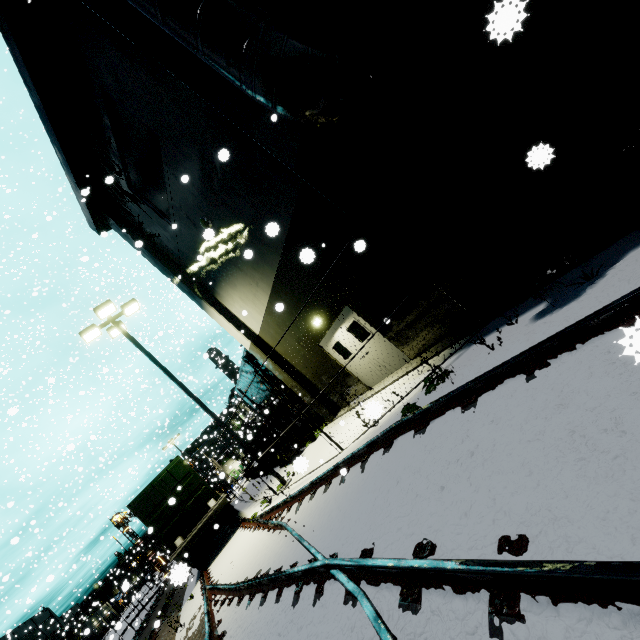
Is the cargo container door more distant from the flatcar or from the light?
the light

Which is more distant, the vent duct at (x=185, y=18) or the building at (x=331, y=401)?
the building at (x=331, y=401)

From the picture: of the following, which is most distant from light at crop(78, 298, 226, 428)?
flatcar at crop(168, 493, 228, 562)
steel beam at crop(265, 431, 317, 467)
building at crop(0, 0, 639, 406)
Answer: steel beam at crop(265, 431, 317, 467)

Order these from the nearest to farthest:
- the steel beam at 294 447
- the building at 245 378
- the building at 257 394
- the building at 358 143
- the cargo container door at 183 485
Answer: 1. the building at 358 143
2. the cargo container door at 183 485
3. the steel beam at 294 447
4. the building at 245 378
5. the building at 257 394

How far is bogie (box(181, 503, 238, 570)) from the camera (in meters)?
12.70

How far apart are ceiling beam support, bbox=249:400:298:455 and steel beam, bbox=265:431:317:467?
0.52m

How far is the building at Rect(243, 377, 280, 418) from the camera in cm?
2455

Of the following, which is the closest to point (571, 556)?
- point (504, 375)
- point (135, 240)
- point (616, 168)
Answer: point (504, 375)
